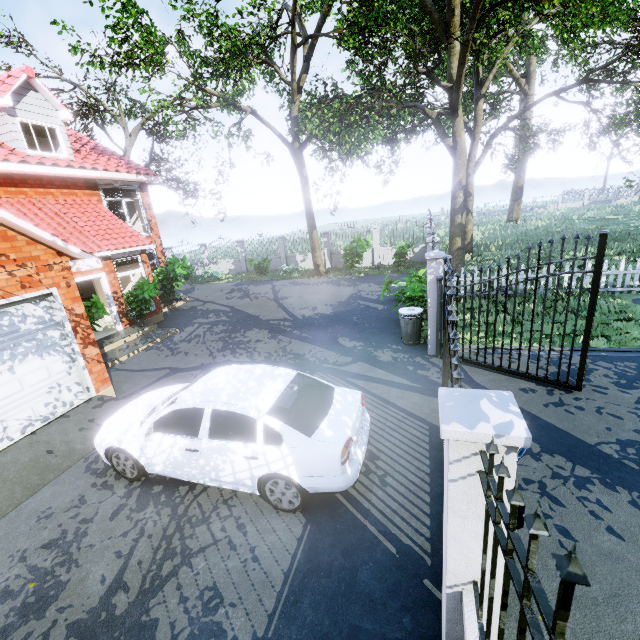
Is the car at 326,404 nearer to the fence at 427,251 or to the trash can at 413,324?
the fence at 427,251

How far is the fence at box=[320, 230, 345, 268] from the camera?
21.4m

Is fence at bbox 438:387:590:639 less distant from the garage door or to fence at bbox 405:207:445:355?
fence at bbox 405:207:445:355

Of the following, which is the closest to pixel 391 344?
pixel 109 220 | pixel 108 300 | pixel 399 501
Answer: pixel 399 501

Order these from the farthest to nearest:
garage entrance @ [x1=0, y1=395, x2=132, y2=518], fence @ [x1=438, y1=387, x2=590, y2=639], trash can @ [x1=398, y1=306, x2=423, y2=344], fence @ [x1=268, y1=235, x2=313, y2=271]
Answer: fence @ [x1=268, y1=235, x2=313, y2=271], trash can @ [x1=398, y1=306, x2=423, y2=344], garage entrance @ [x1=0, y1=395, x2=132, y2=518], fence @ [x1=438, y1=387, x2=590, y2=639]

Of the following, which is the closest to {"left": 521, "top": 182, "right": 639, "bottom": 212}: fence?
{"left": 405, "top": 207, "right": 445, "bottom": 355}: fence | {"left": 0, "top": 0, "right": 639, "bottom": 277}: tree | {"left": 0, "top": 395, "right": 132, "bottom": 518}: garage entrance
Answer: {"left": 0, "top": 0, "right": 639, "bottom": 277}: tree

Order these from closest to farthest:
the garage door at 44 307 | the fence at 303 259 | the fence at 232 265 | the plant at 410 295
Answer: the garage door at 44 307 → the plant at 410 295 → the fence at 303 259 → the fence at 232 265

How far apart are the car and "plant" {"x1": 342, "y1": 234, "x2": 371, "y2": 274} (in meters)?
13.26
